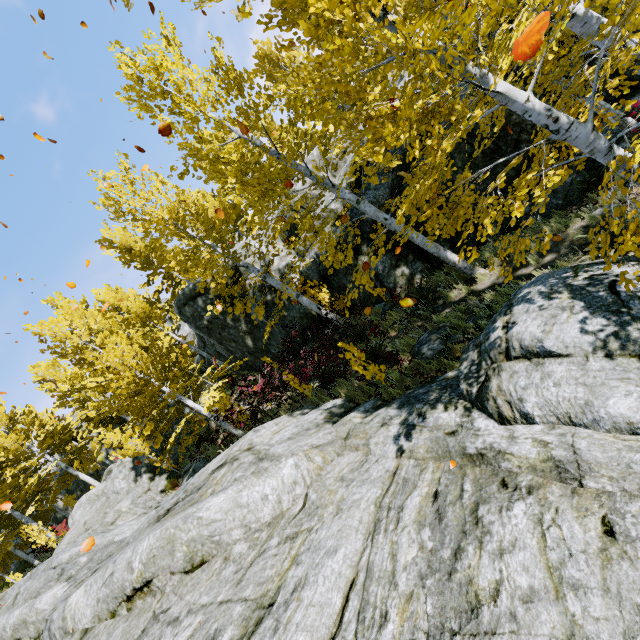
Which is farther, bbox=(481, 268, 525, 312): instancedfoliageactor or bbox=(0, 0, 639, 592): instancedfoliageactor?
bbox=(481, 268, 525, 312): instancedfoliageactor

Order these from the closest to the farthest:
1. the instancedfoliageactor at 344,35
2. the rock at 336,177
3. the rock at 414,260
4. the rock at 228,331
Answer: the instancedfoliageactor at 344,35, the rock at 414,260, the rock at 336,177, the rock at 228,331

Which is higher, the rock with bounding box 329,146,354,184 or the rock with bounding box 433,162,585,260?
the rock with bounding box 329,146,354,184

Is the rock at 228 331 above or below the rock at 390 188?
above

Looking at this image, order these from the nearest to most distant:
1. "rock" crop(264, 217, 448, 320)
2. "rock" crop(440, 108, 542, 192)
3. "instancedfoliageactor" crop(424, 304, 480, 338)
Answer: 1. "instancedfoliageactor" crop(424, 304, 480, 338)
2. "rock" crop(440, 108, 542, 192)
3. "rock" crop(264, 217, 448, 320)

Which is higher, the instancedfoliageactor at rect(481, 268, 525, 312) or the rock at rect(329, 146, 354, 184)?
the rock at rect(329, 146, 354, 184)

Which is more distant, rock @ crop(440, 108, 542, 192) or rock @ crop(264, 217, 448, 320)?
rock @ crop(264, 217, 448, 320)

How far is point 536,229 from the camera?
8.5 meters
